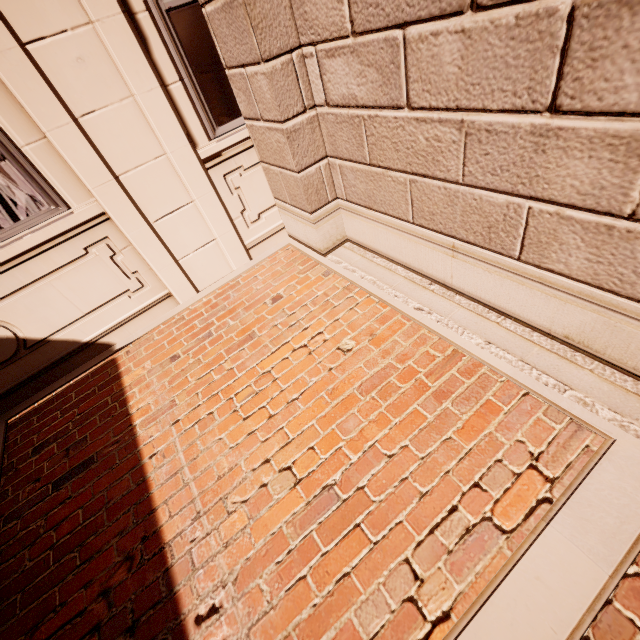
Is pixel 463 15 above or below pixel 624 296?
above
